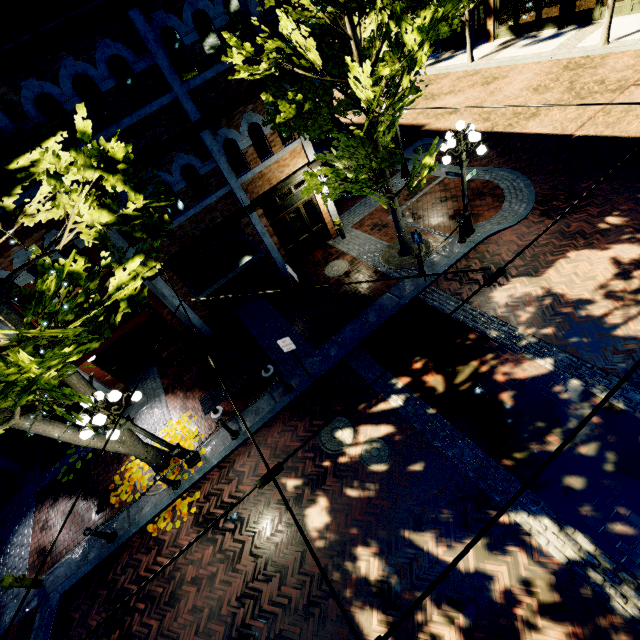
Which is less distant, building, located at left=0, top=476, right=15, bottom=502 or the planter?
building, located at left=0, top=476, right=15, bottom=502

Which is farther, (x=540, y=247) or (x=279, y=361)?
(x=279, y=361)

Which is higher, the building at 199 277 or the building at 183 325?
the building at 199 277

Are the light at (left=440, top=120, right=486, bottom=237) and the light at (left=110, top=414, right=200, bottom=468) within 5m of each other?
no

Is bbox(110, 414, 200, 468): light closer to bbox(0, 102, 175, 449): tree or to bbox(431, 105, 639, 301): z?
bbox(0, 102, 175, 449): tree

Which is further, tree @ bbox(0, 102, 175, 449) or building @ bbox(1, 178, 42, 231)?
building @ bbox(1, 178, 42, 231)

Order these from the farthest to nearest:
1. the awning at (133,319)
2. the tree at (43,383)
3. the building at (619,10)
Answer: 1. the building at (619,10)
2. the awning at (133,319)
3. the tree at (43,383)

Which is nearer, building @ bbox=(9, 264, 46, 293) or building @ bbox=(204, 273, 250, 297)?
building @ bbox=(9, 264, 46, 293)
